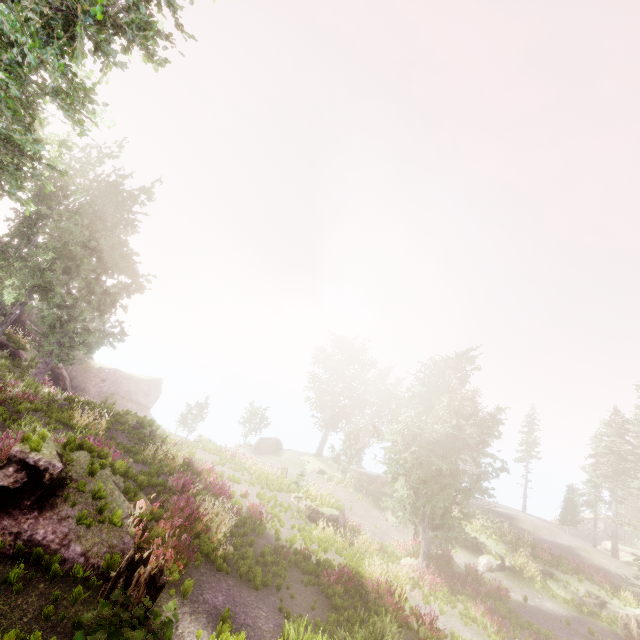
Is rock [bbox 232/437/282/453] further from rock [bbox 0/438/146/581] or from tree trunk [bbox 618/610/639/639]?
tree trunk [bbox 618/610/639/639]

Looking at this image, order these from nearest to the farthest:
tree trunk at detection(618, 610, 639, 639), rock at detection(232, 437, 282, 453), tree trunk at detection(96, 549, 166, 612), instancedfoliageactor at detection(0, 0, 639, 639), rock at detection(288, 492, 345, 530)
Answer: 1. tree trunk at detection(96, 549, 166, 612)
2. instancedfoliageactor at detection(0, 0, 639, 639)
3. tree trunk at detection(618, 610, 639, 639)
4. rock at detection(288, 492, 345, 530)
5. rock at detection(232, 437, 282, 453)

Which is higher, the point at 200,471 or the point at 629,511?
the point at 629,511

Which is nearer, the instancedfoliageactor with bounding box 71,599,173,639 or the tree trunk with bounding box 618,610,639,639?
the instancedfoliageactor with bounding box 71,599,173,639

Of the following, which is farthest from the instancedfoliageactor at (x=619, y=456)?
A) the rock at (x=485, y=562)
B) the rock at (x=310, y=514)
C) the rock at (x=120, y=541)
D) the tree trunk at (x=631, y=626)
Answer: the rock at (x=485, y=562)

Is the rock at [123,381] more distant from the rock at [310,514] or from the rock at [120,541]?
the rock at [310,514]

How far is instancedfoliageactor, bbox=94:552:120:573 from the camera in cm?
718

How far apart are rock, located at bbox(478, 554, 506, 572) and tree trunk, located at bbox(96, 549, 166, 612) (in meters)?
23.13
